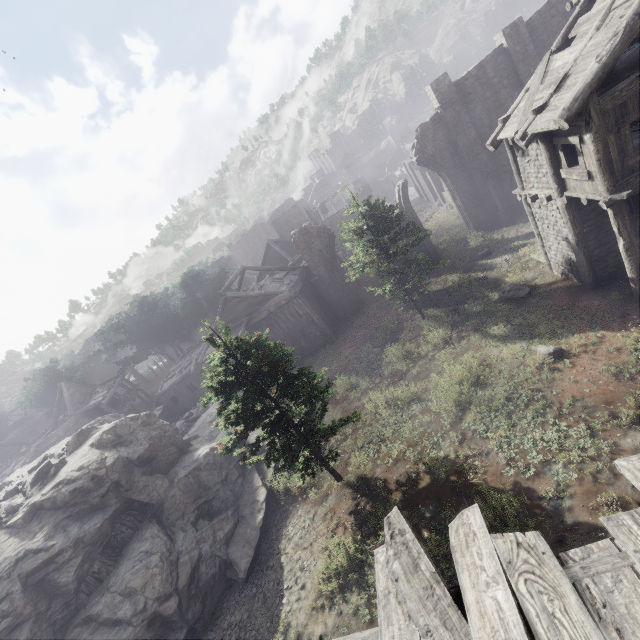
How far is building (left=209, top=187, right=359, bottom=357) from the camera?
24.70m

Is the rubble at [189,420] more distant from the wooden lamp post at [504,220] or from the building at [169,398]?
the wooden lamp post at [504,220]

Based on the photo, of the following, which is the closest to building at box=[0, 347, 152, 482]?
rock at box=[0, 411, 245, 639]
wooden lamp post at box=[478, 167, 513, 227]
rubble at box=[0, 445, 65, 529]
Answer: rock at box=[0, 411, 245, 639]

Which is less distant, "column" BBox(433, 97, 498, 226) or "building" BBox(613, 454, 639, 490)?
"building" BBox(613, 454, 639, 490)

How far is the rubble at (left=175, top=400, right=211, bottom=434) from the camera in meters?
25.3 m

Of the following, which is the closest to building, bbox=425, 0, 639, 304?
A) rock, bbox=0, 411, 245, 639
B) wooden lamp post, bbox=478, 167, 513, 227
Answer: rock, bbox=0, 411, 245, 639

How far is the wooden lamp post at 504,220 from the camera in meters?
22.9

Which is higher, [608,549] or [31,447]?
[31,447]
